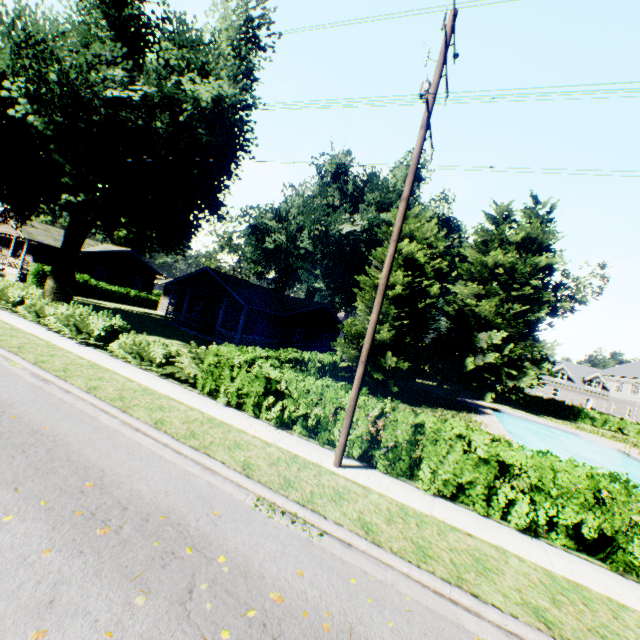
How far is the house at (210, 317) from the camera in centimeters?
2673cm

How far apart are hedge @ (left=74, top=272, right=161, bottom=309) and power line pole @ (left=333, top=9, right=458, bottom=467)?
37.6m

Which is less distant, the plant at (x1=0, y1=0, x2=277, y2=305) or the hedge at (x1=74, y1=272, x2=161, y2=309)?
the plant at (x1=0, y1=0, x2=277, y2=305)

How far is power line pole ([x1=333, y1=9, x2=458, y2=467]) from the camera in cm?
791

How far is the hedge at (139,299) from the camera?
34.2m

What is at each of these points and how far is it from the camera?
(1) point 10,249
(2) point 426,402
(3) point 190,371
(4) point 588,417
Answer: (1) house, 42.8m
(2) plant, 23.0m
(3) hedge, 11.5m
(4) hedge, 39.7m

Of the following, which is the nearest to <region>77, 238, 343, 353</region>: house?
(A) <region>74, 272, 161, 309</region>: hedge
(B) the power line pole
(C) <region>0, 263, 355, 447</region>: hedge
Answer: (A) <region>74, 272, 161, 309</region>: hedge

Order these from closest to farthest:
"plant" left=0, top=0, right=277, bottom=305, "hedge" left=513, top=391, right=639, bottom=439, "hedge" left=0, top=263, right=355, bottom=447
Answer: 1. "hedge" left=0, top=263, right=355, bottom=447
2. "plant" left=0, top=0, right=277, bottom=305
3. "hedge" left=513, top=391, right=639, bottom=439
